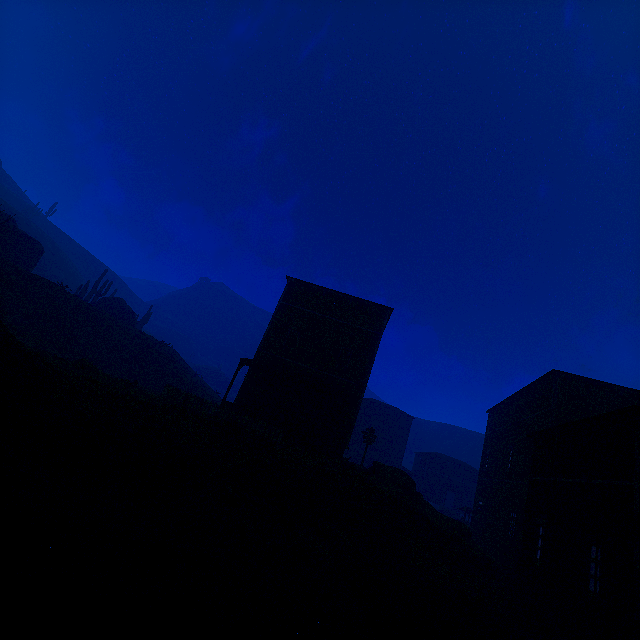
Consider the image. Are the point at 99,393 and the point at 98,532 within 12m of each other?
yes

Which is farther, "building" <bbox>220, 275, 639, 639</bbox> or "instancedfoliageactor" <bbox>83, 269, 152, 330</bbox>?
"instancedfoliageactor" <bbox>83, 269, 152, 330</bbox>

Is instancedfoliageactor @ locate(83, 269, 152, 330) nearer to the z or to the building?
the z

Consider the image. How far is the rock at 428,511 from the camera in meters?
15.4

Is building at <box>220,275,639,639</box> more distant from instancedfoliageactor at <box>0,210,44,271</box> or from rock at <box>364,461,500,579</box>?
instancedfoliageactor at <box>0,210,44,271</box>

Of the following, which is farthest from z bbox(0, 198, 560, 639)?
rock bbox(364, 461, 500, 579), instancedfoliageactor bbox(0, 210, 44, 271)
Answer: instancedfoliageactor bbox(0, 210, 44, 271)

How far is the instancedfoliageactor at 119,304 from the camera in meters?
38.9 m

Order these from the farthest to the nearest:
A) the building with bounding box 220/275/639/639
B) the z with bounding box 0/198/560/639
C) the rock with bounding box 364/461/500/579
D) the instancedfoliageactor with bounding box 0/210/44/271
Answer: the instancedfoliageactor with bounding box 0/210/44/271 < the rock with bounding box 364/461/500/579 < the building with bounding box 220/275/639/639 < the z with bounding box 0/198/560/639
